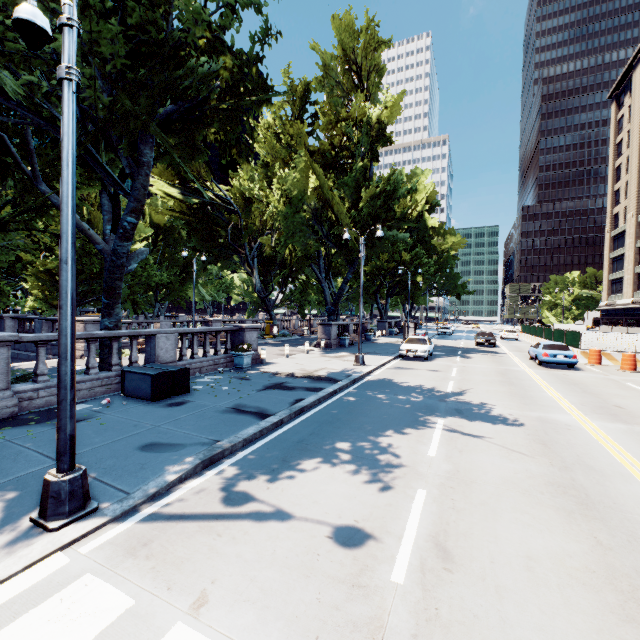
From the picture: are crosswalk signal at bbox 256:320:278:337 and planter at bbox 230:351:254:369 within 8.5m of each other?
yes

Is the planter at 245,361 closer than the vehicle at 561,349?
Yes

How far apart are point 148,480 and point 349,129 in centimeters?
2570cm

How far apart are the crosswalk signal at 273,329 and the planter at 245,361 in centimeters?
796cm

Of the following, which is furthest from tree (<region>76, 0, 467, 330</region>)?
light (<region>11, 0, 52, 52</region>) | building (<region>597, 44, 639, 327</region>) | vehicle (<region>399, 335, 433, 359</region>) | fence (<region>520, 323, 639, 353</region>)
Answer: fence (<region>520, 323, 639, 353</region>)

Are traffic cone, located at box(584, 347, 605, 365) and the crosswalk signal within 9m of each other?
no

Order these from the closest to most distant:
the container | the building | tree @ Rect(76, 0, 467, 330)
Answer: tree @ Rect(76, 0, 467, 330) < the container < the building

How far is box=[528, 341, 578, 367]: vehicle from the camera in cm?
1856
